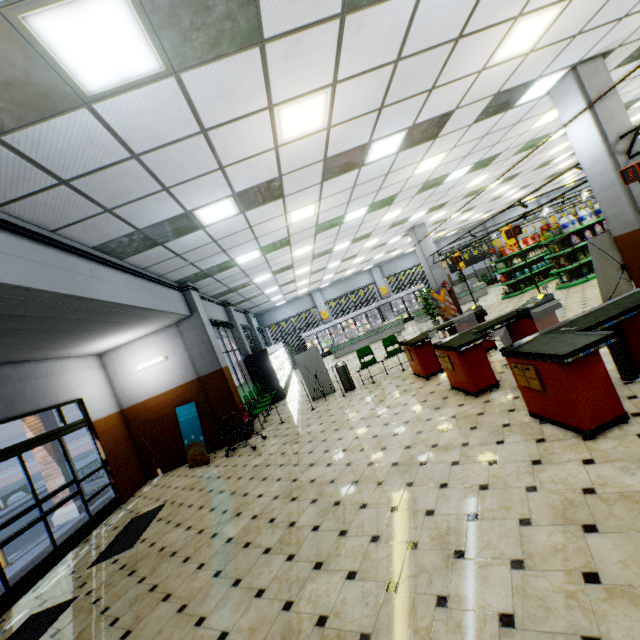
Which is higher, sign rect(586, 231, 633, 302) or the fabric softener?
the fabric softener

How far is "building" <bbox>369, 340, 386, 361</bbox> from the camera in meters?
13.8

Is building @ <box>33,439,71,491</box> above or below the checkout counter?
above

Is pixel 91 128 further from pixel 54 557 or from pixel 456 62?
pixel 54 557

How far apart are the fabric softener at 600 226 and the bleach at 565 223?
0.4m

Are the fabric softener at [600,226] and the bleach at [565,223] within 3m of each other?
yes

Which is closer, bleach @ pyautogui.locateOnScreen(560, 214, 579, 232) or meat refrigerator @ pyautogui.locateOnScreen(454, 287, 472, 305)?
bleach @ pyautogui.locateOnScreen(560, 214, 579, 232)

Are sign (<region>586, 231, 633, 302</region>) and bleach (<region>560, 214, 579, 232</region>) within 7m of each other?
yes
